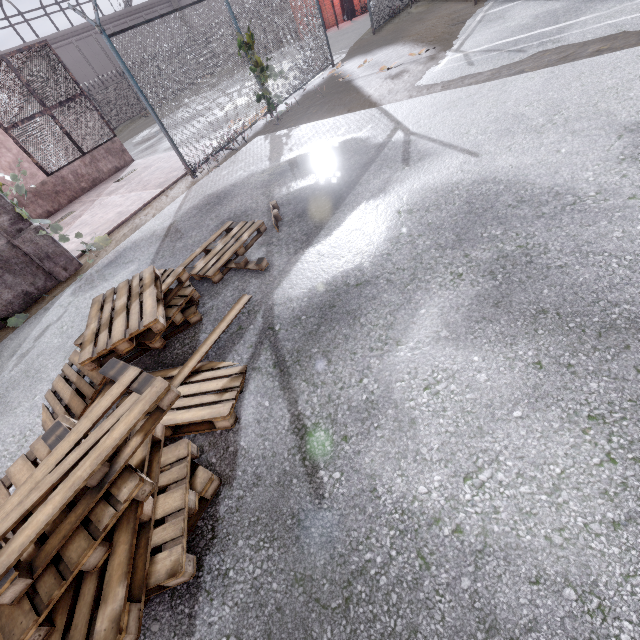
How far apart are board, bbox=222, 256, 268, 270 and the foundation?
10.45m

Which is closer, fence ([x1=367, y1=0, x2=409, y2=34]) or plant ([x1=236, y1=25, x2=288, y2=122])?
plant ([x1=236, y1=25, x2=288, y2=122])

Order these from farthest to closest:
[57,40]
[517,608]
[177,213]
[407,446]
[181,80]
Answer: [57,40]
[181,80]
[177,213]
[407,446]
[517,608]

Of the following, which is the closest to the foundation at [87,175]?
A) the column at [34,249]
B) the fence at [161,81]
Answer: the column at [34,249]

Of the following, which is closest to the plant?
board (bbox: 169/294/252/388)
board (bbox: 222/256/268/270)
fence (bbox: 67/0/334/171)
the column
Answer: fence (bbox: 67/0/334/171)

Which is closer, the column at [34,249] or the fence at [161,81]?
the column at [34,249]

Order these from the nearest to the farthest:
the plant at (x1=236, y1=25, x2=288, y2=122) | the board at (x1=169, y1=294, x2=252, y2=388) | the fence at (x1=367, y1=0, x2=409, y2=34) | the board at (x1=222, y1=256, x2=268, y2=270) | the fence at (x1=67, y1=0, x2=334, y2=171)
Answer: the board at (x1=169, y1=294, x2=252, y2=388) → the board at (x1=222, y1=256, x2=268, y2=270) → the fence at (x1=67, y1=0, x2=334, y2=171) → the plant at (x1=236, y1=25, x2=288, y2=122) → the fence at (x1=367, y1=0, x2=409, y2=34)

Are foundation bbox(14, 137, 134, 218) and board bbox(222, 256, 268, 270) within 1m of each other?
no
